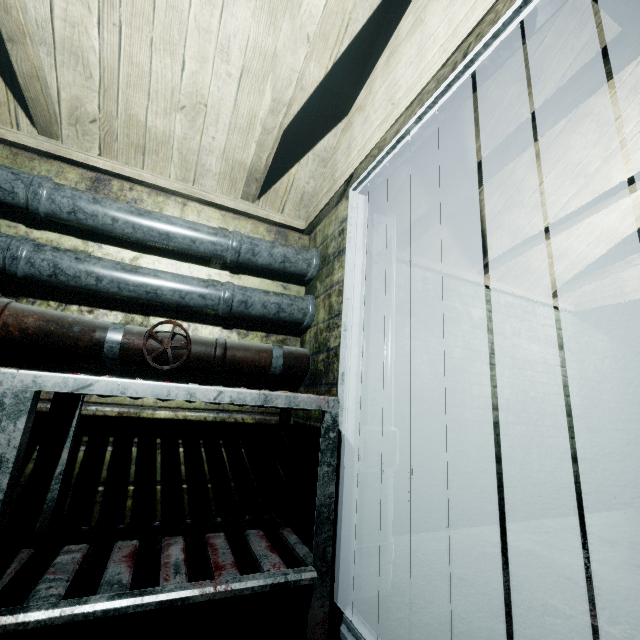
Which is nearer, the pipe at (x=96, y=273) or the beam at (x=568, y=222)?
the pipe at (x=96, y=273)

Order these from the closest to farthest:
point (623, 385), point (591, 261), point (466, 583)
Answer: point (466, 583) < point (591, 261) < point (623, 385)

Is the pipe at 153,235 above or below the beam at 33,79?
below

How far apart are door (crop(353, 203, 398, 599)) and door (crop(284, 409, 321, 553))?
0.1 meters

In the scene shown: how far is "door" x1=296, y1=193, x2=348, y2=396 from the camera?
1.7m

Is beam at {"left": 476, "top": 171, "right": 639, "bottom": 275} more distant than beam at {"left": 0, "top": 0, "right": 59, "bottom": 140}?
Yes

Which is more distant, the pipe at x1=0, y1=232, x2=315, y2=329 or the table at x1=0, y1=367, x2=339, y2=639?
the pipe at x1=0, y1=232, x2=315, y2=329

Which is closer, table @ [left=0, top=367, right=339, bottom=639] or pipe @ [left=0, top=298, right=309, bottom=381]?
table @ [left=0, top=367, right=339, bottom=639]
